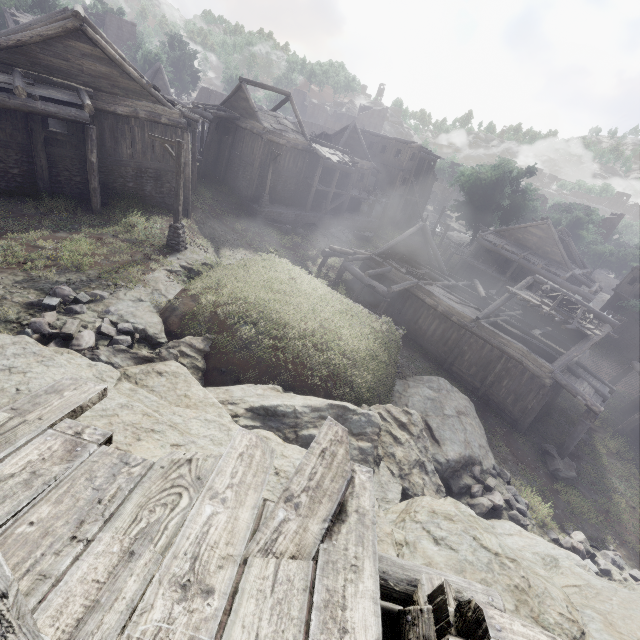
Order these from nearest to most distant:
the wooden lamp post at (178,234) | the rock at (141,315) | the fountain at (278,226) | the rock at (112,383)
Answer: the rock at (112,383) < the rock at (141,315) < the wooden lamp post at (178,234) < the fountain at (278,226)

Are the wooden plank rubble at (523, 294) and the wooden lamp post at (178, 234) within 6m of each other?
no

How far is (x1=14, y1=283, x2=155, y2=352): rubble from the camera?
8.99m

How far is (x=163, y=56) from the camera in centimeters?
4788cm

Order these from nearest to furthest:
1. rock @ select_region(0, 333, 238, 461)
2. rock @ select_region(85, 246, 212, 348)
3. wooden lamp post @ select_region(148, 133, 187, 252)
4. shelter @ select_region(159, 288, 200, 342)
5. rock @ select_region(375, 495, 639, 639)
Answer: rock @ select_region(375, 495, 639, 639) → rock @ select_region(0, 333, 238, 461) → rock @ select_region(85, 246, 212, 348) → shelter @ select_region(159, 288, 200, 342) → wooden lamp post @ select_region(148, 133, 187, 252)

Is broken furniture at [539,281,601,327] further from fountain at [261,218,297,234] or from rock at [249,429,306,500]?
fountain at [261,218,297,234]

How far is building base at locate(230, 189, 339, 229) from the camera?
28.08m

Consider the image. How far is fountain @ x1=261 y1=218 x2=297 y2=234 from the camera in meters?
27.9 m
